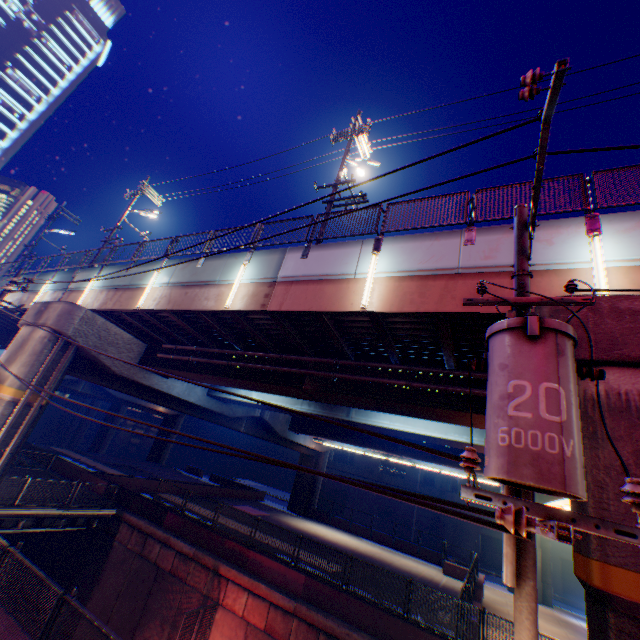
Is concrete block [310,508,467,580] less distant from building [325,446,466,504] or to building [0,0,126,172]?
building [325,446,466,504]

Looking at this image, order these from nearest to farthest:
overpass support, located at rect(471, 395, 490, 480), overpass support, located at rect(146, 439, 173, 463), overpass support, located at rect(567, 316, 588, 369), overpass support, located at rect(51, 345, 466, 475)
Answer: overpass support, located at rect(567, 316, 588, 369)
overpass support, located at rect(471, 395, 490, 480)
overpass support, located at rect(51, 345, 466, 475)
overpass support, located at rect(146, 439, 173, 463)

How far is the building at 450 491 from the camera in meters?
42.0 m

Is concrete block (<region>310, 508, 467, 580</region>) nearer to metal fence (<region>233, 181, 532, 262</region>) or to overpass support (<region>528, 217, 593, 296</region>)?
overpass support (<region>528, 217, 593, 296</region>)

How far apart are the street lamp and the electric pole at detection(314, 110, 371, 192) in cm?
866

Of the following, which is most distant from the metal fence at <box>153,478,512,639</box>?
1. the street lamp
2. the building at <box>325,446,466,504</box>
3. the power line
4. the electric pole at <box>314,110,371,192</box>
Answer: the electric pole at <box>314,110,371,192</box>

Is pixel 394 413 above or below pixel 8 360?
above

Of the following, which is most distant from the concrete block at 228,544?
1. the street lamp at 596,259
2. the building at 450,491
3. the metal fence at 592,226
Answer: the street lamp at 596,259
